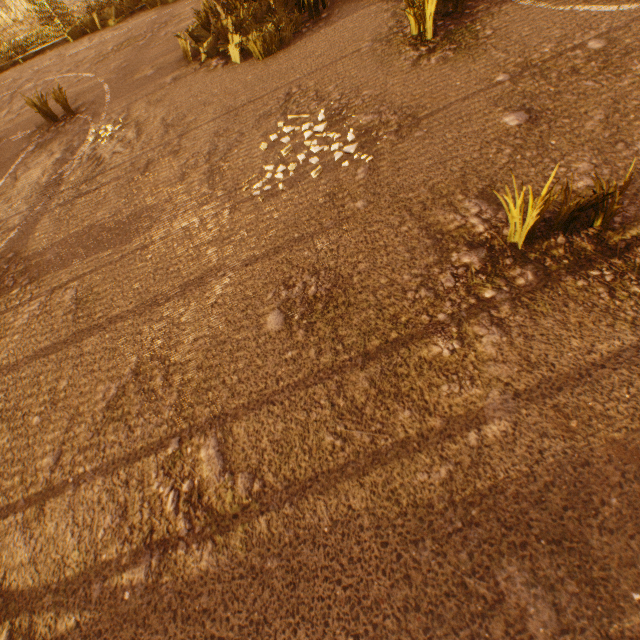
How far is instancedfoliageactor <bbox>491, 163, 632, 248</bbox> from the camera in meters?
1.6 m

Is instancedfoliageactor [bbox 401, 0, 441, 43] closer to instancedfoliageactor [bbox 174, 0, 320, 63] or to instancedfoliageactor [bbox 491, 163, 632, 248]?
instancedfoliageactor [bbox 174, 0, 320, 63]

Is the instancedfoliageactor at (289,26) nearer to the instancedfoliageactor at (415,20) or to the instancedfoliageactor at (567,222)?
the instancedfoliageactor at (415,20)

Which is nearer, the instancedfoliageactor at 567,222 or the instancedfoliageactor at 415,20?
the instancedfoliageactor at 567,222

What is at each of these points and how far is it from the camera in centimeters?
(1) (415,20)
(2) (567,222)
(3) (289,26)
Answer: (1) instancedfoliageactor, 345cm
(2) instancedfoliageactor, 182cm
(3) instancedfoliageactor, 465cm

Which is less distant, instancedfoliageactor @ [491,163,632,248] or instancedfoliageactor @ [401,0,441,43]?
instancedfoliageactor @ [491,163,632,248]
